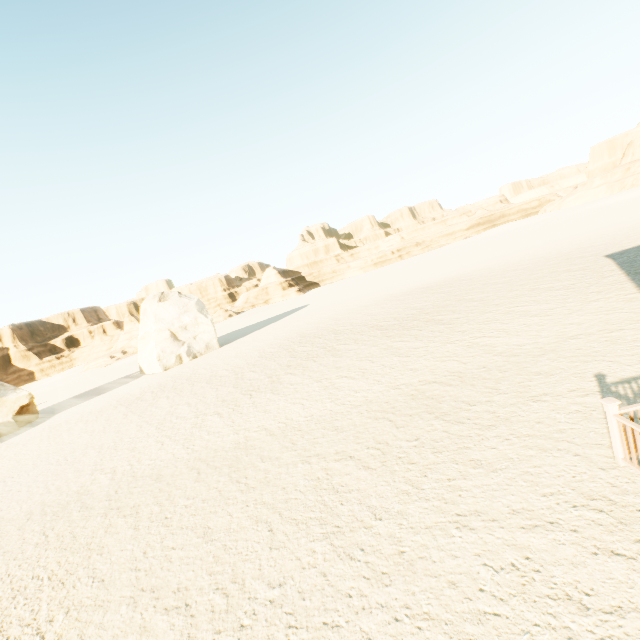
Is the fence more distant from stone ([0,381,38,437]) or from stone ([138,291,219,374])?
stone ([0,381,38,437])

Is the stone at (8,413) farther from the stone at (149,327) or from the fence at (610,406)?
the fence at (610,406)

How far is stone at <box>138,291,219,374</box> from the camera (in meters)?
29.25

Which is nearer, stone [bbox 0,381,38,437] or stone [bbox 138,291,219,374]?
stone [bbox 0,381,38,437]

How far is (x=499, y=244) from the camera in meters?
45.1

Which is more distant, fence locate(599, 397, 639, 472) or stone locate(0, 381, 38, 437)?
stone locate(0, 381, 38, 437)
